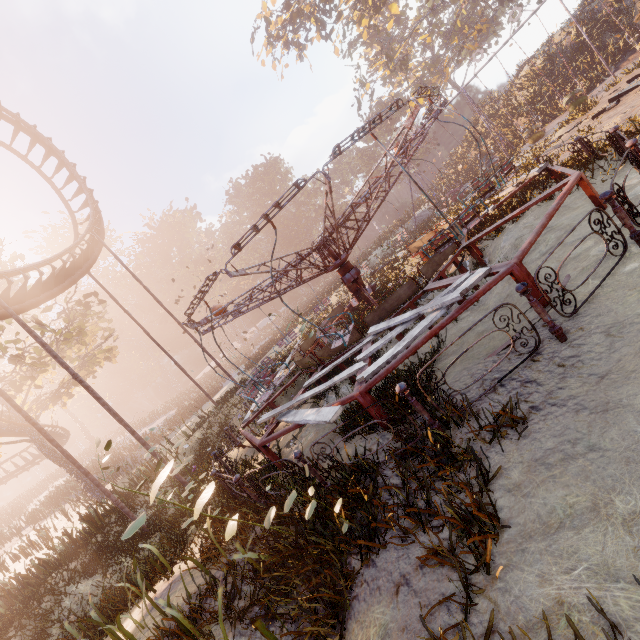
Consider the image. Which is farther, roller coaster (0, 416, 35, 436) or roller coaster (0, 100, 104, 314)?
roller coaster (0, 416, 35, 436)

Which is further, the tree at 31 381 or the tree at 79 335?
the tree at 79 335

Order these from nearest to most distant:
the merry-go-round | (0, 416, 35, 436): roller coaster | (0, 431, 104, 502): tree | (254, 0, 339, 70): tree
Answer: the merry-go-round < (0, 416, 35, 436): roller coaster < (0, 431, 104, 502): tree < (254, 0, 339, 70): tree

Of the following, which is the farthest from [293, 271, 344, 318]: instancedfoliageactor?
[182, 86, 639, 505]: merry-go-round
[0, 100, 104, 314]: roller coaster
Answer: [0, 100, 104, 314]: roller coaster

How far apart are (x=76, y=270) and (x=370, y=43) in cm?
6043

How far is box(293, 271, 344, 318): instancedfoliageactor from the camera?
28.3m

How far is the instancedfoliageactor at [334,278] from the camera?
28.3 meters

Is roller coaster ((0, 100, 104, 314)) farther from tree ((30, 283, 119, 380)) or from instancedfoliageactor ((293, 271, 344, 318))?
instancedfoliageactor ((293, 271, 344, 318))
